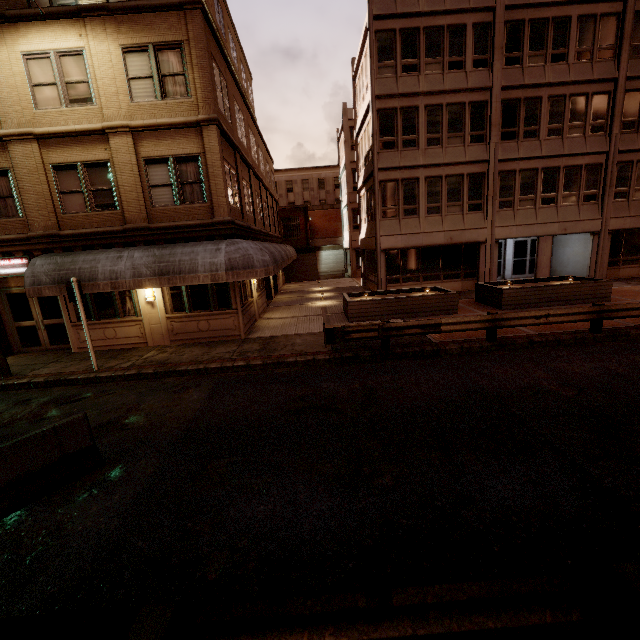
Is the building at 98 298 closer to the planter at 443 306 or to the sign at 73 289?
the sign at 73 289

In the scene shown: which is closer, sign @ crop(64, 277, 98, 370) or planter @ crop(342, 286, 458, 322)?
sign @ crop(64, 277, 98, 370)

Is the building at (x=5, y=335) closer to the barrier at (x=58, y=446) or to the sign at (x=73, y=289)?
the sign at (x=73, y=289)

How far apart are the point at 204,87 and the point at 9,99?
6.8 meters

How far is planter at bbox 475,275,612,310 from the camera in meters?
14.4

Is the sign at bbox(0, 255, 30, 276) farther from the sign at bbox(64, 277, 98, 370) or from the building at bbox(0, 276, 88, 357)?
the sign at bbox(64, 277, 98, 370)

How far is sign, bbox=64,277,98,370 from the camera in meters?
10.1 m

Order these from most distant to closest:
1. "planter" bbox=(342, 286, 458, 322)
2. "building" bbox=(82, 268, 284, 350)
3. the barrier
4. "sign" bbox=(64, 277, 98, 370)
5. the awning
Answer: "planter" bbox=(342, 286, 458, 322) → "building" bbox=(82, 268, 284, 350) → the awning → "sign" bbox=(64, 277, 98, 370) → the barrier
